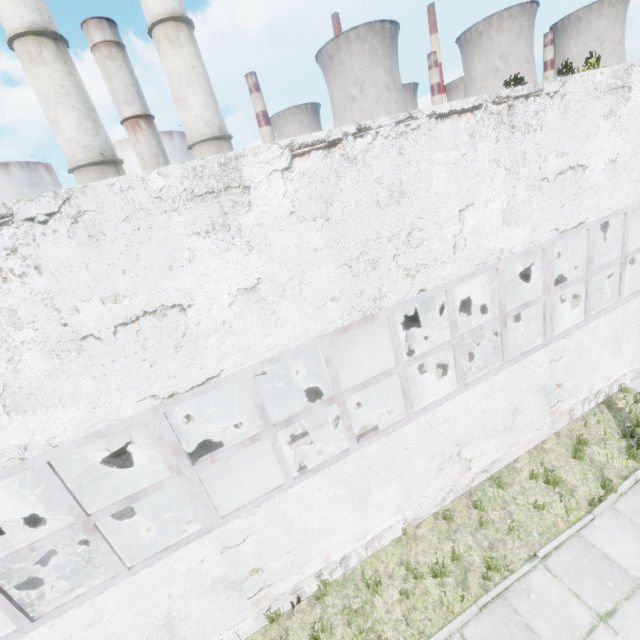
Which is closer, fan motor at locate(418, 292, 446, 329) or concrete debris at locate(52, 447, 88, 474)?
concrete debris at locate(52, 447, 88, 474)

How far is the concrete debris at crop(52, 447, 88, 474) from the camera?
12.6 meters

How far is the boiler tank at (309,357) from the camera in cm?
1253

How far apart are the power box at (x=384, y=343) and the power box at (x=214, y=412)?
7.23m

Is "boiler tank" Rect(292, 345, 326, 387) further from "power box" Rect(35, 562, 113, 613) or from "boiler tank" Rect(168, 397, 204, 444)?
"power box" Rect(35, 562, 113, 613)

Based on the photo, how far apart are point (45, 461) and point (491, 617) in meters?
7.3 m

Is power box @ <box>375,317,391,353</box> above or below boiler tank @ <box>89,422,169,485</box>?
below

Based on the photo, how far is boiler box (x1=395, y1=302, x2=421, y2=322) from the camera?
15.9 meters
